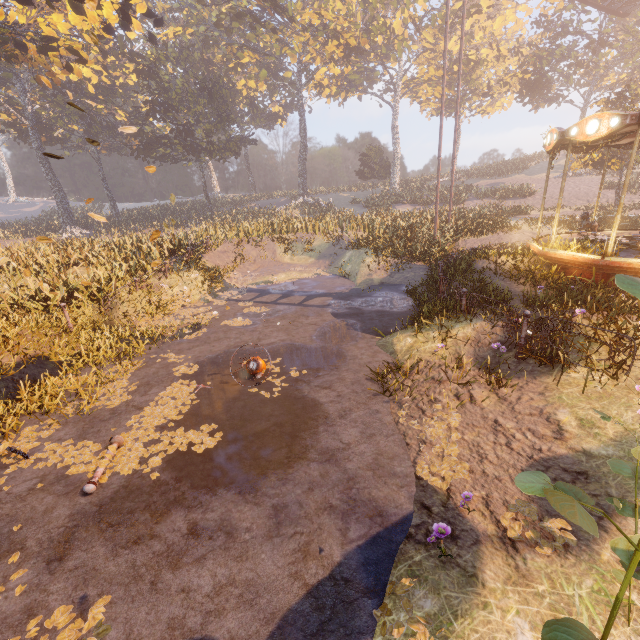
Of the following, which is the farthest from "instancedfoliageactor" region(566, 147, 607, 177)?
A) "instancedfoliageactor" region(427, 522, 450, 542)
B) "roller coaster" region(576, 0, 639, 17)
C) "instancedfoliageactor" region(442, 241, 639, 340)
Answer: "instancedfoliageactor" region(427, 522, 450, 542)

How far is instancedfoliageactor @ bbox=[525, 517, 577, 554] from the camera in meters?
3.5

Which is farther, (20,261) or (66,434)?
(20,261)

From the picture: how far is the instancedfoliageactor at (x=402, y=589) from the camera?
3.3 meters

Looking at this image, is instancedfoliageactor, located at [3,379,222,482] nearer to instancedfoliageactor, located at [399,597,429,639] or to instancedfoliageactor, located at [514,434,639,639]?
instancedfoliageactor, located at [399,597,429,639]

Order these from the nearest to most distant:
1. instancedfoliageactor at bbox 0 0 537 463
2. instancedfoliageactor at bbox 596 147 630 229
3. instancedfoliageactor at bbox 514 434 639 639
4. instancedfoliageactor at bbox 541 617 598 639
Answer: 1. instancedfoliageactor at bbox 514 434 639 639
2. instancedfoliageactor at bbox 541 617 598 639
3. instancedfoliageactor at bbox 0 0 537 463
4. instancedfoliageactor at bbox 596 147 630 229

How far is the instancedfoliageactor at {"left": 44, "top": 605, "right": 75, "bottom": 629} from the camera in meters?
3.3

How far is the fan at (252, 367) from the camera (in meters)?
7.66
